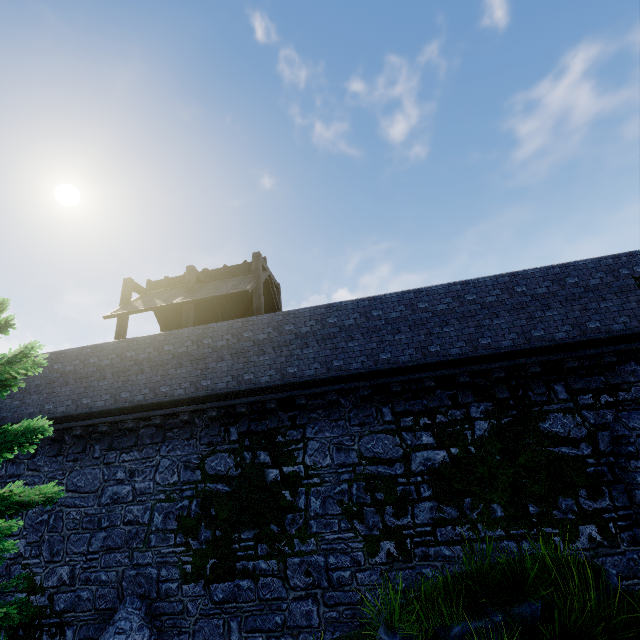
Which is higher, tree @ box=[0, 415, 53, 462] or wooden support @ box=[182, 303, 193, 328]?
wooden support @ box=[182, 303, 193, 328]

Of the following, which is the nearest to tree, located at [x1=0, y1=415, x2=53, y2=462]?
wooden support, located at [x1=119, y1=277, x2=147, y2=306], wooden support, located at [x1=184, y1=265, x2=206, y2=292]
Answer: wooden support, located at [x1=184, y1=265, x2=206, y2=292]

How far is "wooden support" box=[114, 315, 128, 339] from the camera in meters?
13.1 m

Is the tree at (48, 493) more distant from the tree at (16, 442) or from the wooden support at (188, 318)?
the wooden support at (188, 318)

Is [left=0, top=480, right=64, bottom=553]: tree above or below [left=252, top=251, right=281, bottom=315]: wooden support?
below

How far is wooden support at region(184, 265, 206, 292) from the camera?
13.41m

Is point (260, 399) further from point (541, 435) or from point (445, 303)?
point (541, 435)

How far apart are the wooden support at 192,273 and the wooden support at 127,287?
2.66m
